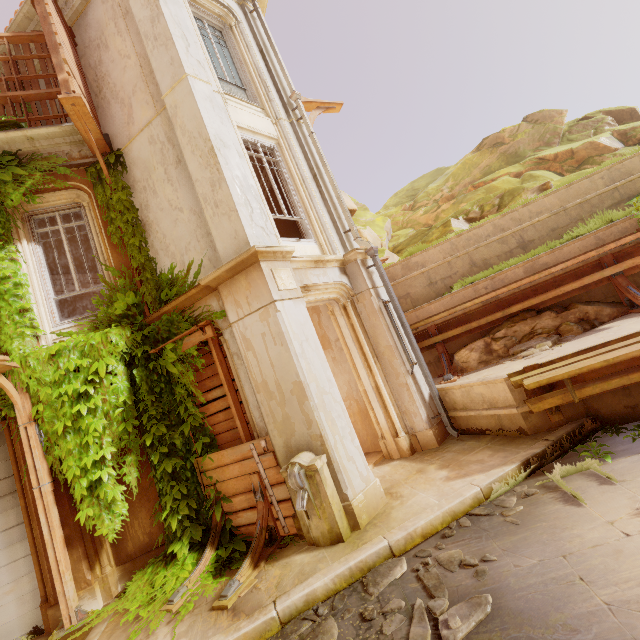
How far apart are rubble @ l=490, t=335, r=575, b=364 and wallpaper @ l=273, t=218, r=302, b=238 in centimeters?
459cm

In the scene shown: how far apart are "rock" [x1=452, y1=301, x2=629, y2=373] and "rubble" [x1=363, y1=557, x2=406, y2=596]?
4.7 meters

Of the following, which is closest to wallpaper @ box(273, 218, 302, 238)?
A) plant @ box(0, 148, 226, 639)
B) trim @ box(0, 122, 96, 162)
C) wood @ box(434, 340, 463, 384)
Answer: plant @ box(0, 148, 226, 639)

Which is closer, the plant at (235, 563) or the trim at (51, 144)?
the plant at (235, 563)

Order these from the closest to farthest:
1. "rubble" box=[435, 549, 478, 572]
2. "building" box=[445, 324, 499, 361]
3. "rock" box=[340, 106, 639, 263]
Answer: "rubble" box=[435, 549, 478, 572]
"building" box=[445, 324, 499, 361]
"rock" box=[340, 106, 639, 263]

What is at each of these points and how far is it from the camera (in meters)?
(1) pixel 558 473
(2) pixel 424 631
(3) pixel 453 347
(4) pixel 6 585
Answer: (1) plant, 4.30
(2) rubble, 2.82
(3) building, 8.59
(4) shutter, 5.34

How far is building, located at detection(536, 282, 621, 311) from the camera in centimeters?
720cm

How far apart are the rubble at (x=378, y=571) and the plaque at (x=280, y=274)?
3.98m
